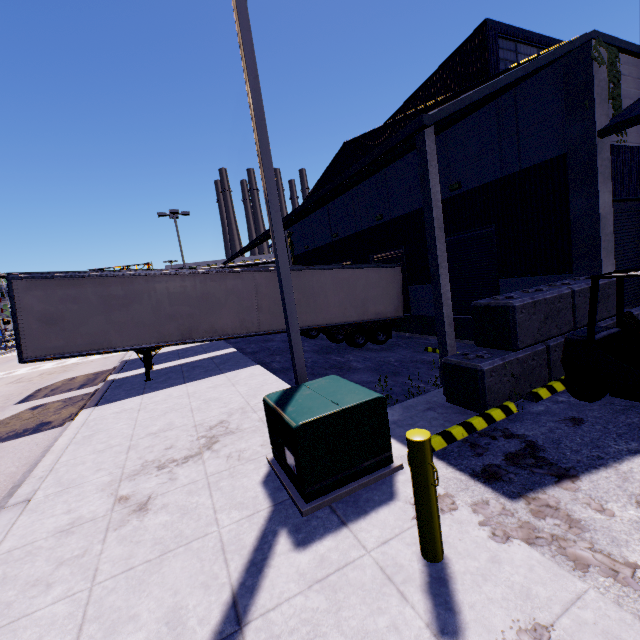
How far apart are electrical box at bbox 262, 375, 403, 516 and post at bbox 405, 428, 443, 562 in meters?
1.0

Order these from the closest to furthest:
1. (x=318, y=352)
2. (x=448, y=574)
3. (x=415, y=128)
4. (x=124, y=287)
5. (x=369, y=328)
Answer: (x=448, y=574), (x=415, y=128), (x=124, y=287), (x=318, y=352), (x=369, y=328)

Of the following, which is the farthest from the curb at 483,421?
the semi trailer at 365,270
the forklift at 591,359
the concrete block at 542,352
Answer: the semi trailer at 365,270

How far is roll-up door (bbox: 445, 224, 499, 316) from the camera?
12.1 meters

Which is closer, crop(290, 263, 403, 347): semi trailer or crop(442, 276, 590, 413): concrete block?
crop(442, 276, 590, 413): concrete block

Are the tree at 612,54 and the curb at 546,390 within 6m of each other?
no

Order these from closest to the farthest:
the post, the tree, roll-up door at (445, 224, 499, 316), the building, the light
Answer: the post → the light → the building → the tree → roll-up door at (445, 224, 499, 316)

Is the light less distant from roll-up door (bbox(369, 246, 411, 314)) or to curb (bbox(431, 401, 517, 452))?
curb (bbox(431, 401, 517, 452))
